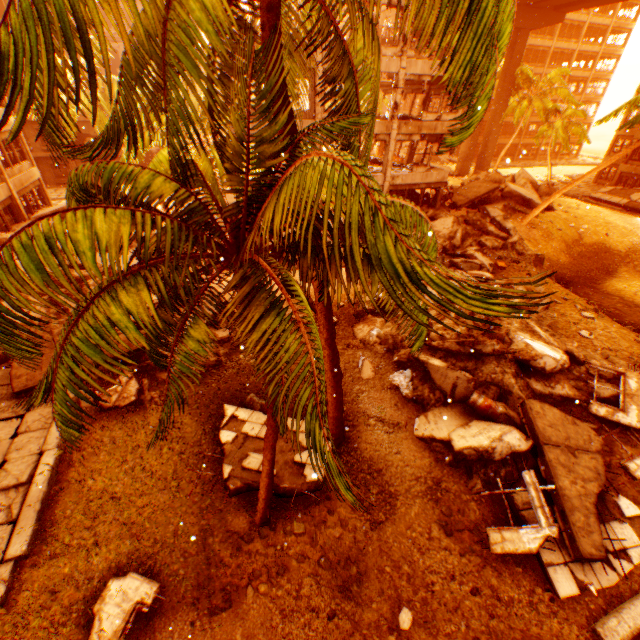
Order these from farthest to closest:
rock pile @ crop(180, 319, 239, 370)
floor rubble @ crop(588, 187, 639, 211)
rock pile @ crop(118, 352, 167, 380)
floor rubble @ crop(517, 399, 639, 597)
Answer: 1. floor rubble @ crop(588, 187, 639, 211)
2. rock pile @ crop(180, 319, 239, 370)
3. rock pile @ crop(118, 352, 167, 380)
4. floor rubble @ crop(517, 399, 639, 597)

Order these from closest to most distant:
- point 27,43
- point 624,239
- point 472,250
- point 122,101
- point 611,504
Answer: point 27,43, point 611,504, point 472,250, point 122,101, point 624,239

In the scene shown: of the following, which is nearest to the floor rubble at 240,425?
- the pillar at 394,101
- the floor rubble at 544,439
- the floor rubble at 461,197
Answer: the floor rubble at 544,439

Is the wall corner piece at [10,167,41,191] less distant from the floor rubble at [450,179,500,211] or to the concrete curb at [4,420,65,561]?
the concrete curb at [4,420,65,561]

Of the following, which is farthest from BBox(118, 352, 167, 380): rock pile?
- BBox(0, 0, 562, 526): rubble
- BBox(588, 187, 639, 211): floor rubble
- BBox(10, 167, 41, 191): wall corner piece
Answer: BBox(588, 187, 639, 211): floor rubble

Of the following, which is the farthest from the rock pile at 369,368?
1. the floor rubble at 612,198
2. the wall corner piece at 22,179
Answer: the floor rubble at 612,198

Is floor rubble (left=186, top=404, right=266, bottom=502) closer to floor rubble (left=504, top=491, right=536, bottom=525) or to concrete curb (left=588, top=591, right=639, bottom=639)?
concrete curb (left=588, top=591, right=639, bottom=639)

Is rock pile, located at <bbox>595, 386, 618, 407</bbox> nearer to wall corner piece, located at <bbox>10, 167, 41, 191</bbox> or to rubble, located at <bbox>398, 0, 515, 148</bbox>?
rubble, located at <bbox>398, 0, 515, 148</bbox>
